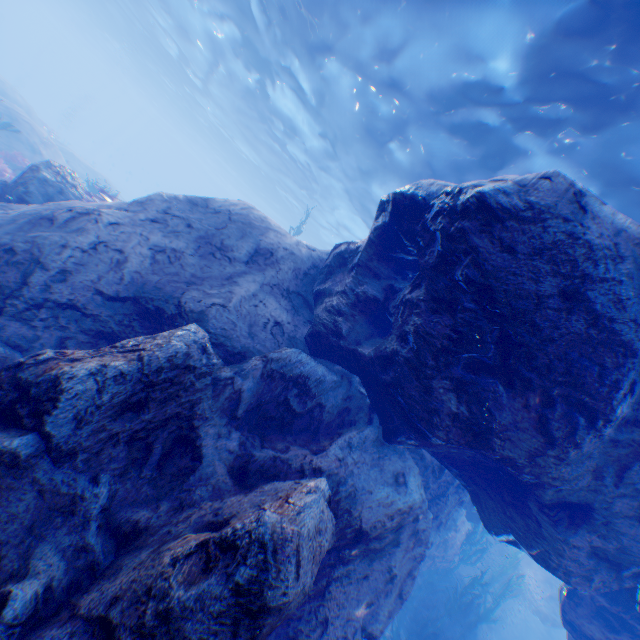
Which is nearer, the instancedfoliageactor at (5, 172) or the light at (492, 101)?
the light at (492, 101)

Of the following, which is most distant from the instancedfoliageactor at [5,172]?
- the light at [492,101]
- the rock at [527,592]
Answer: the light at [492,101]

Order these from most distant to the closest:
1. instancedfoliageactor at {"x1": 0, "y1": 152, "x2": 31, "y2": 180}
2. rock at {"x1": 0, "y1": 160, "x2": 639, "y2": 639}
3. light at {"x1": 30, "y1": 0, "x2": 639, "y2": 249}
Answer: instancedfoliageactor at {"x1": 0, "y1": 152, "x2": 31, "y2": 180}, light at {"x1": 30, "y1": 0, "x2": 639, "y2": 249}, rock at {"x1": 0, "y1": 160, "x2": 639, "y2": 639}

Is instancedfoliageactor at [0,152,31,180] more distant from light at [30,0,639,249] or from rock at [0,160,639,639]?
light at [30,0,639,249]

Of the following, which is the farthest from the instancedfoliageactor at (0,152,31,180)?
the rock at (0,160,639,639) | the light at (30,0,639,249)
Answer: the light at (30,0,639,249)

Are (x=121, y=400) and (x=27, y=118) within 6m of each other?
no
